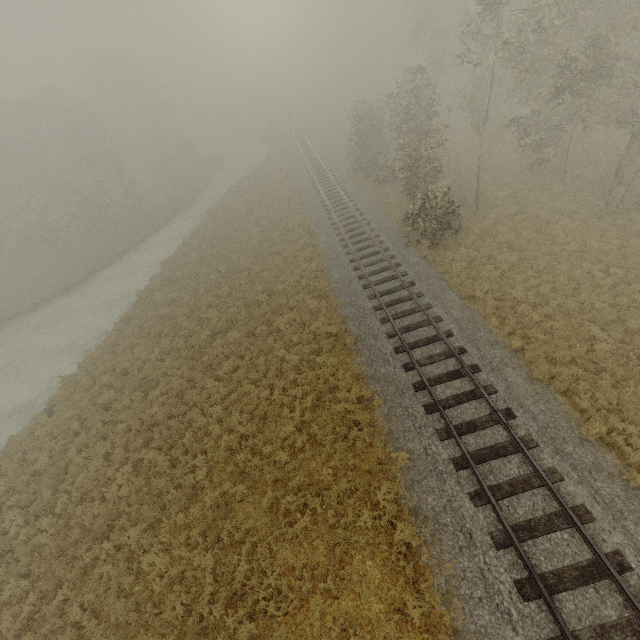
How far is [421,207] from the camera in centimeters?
1772cm
